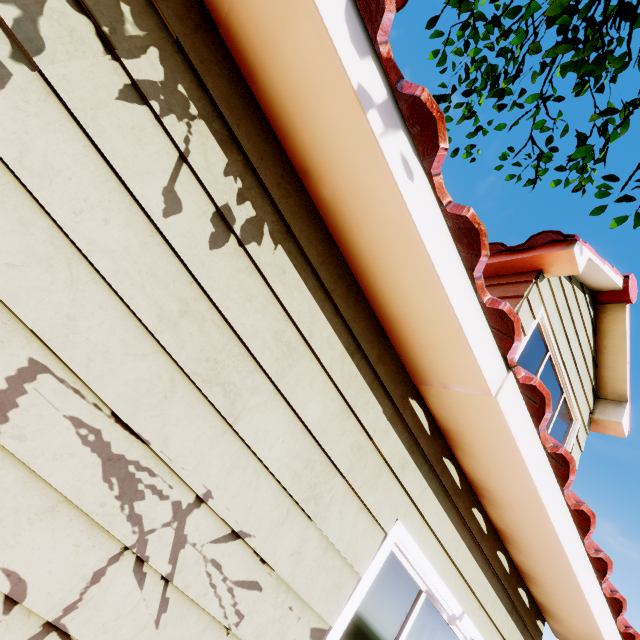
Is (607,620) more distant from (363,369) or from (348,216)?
(348,216)
